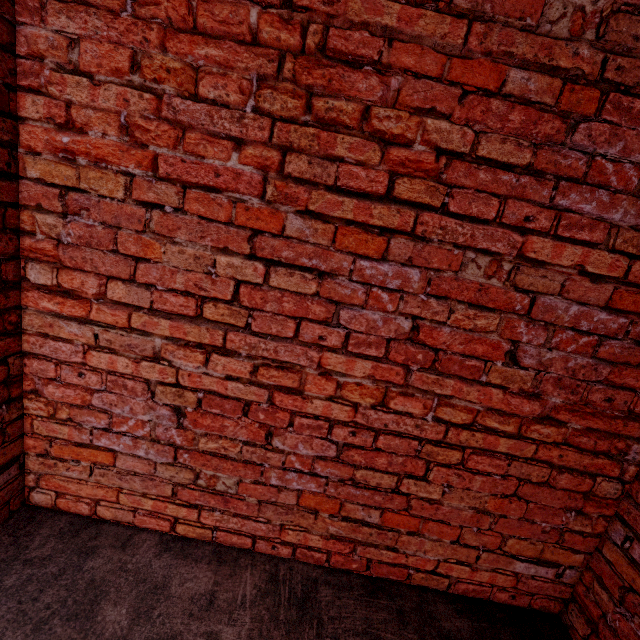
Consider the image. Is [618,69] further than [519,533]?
No
